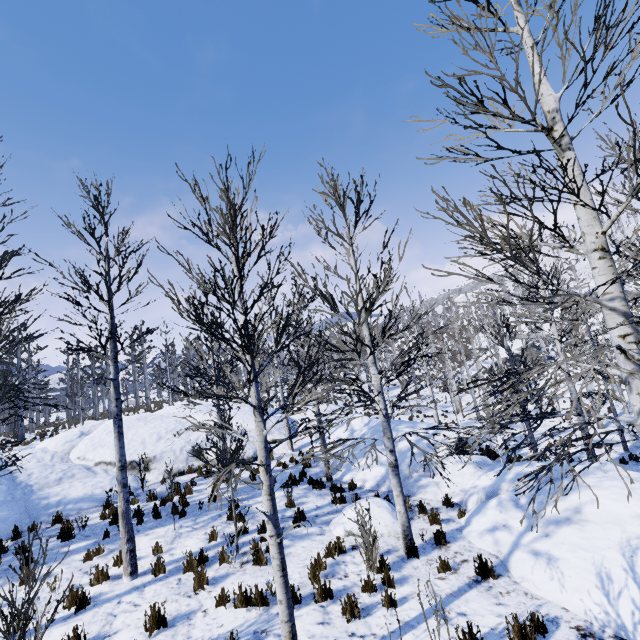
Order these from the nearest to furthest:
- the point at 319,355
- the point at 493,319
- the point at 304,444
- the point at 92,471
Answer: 1. the point at 319,355
2. the point at 493,319
3. the point at 92,471
4. the point at 304,444

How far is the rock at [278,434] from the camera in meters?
17.0 m

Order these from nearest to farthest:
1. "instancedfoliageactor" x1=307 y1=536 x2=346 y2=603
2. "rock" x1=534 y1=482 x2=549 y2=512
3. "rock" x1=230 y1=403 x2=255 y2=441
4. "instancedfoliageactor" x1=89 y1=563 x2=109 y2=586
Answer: "instancedfoliageactor" x1=307 y1=536 x2=346 y2=603 → "instancedfoliageactor" x1=89 y1=563 x2=109 y2=586 → "rock" x1=534 y1=482 x2=549 y2=512 → "rock" x1=230 y1=403 x2=255 y2=441

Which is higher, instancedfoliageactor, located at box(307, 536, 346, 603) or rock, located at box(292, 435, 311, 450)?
rock, located at box(292, 435, 311, 450)

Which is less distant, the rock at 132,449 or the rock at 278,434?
the rock at 132,449

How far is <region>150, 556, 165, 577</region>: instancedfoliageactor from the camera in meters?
7.2 m

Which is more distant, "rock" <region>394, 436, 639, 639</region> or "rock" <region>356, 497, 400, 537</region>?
"rock" <region>356, 497, 400, 537</region>

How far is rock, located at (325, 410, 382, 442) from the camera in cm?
1458
